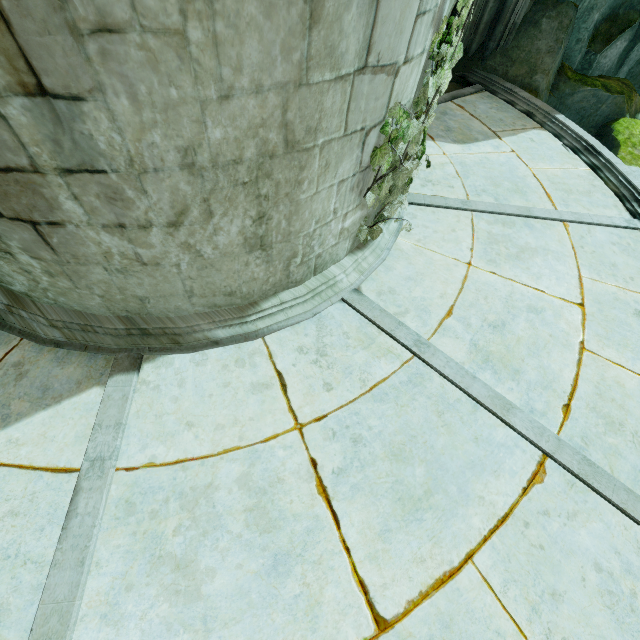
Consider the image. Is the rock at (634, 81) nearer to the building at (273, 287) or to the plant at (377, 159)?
the building at (273, 287)

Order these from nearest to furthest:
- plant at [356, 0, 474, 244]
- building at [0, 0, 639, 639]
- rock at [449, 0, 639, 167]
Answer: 1. building at [0, 0, 639, 639]
2. plant at [356, 0, 474, 244]
3. rock at [449, 0, 639, 167]

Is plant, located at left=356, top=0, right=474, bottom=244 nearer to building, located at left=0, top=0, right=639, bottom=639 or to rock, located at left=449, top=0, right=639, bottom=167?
building, located at left=0, top=0, right=639, bottom=639

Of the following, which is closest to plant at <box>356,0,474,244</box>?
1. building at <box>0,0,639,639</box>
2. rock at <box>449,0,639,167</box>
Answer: building at <box>0,0,639,639</box>

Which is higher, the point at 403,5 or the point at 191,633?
the point at 403,5

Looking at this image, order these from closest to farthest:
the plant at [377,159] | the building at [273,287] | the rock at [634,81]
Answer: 1. the building at [273,287]
2. the plant at [377,159]
3. the rock at [634,81]
